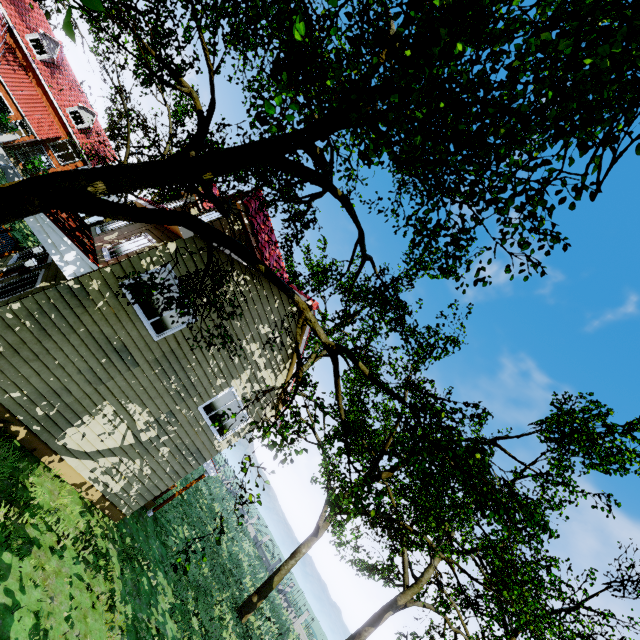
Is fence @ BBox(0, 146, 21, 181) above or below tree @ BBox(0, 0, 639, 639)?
below

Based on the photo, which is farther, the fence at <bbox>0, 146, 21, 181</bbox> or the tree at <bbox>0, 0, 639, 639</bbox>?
the fence at <bbox>0, 146, 21, 181</bbox>

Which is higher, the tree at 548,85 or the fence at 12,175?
the tree at 548,85

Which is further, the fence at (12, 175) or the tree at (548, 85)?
the fence at (12, 175)

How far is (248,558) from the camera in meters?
29.8
